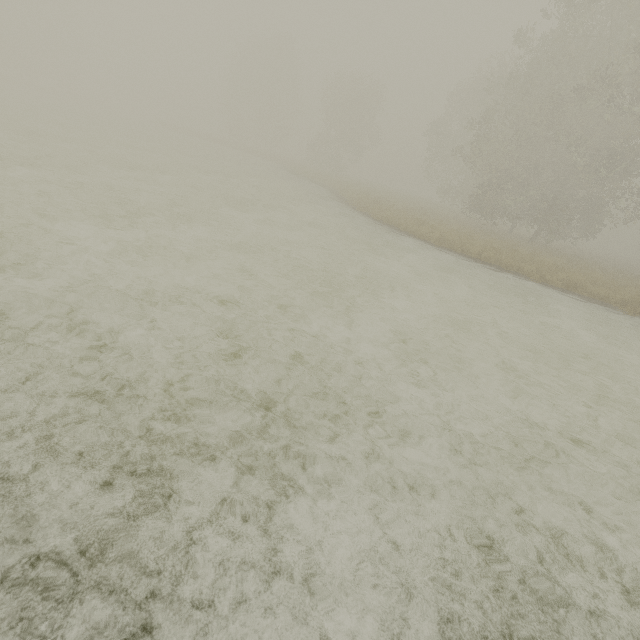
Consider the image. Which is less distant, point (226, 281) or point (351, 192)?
point (226, 281)
